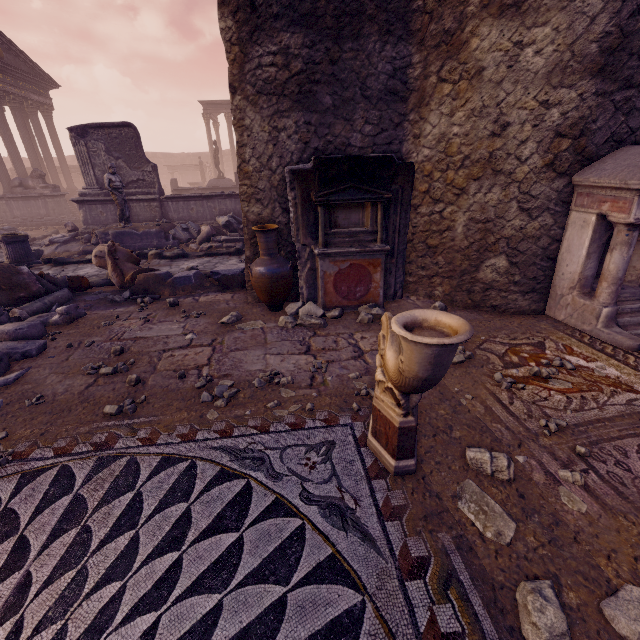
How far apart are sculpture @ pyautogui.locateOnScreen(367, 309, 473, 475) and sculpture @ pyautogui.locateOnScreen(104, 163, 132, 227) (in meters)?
10.65

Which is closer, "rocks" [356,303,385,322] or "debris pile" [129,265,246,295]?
"rocks" [356,303,385,322]

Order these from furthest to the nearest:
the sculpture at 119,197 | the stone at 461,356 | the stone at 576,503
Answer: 1. the sculpture at 119,197
2. the stone at 461,356
3. the stone at 576,503

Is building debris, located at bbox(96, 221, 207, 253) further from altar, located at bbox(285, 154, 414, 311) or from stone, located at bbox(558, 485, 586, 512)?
stone, located at bbox(558, 485, 586, 512)

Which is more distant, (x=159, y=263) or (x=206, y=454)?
(x=159, y=263)

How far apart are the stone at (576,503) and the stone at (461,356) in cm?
143

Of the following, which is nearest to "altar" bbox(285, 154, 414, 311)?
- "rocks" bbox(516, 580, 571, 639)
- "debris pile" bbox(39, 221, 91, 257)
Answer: "rocks" bbox(516, 580, 571, 639)

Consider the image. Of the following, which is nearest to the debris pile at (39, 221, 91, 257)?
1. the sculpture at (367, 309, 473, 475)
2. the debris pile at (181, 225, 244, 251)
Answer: the debris pile at (181, 225, 244, 251)
